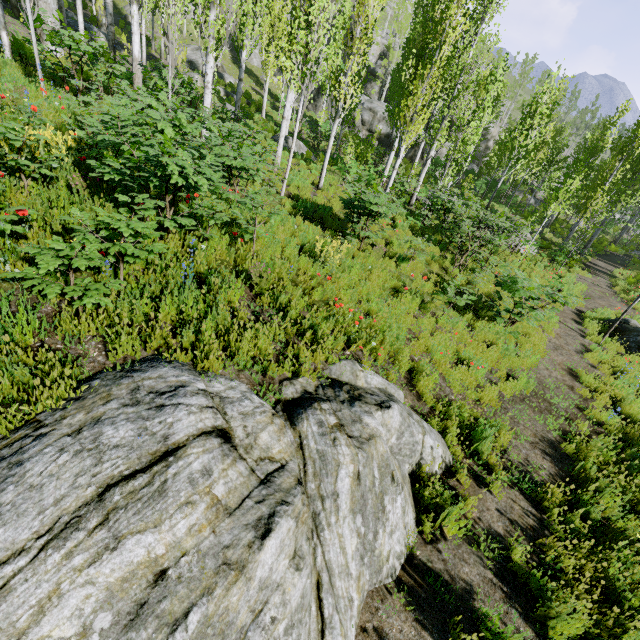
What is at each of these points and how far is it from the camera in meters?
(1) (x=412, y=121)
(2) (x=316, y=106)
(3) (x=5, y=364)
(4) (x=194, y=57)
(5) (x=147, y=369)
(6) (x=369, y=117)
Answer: (1) instancedfoliageactor, 11.8 m
(2) rock, 36.6 m
(3) instancedfoliageactor, 2.9 m
(4) rock, 30.8 m
(5) rock, 3.3 m
(6) rock, 35.0 m

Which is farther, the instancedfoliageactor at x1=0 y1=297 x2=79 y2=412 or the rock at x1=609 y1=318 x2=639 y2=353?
the rock at x1=609 y1=318 x2=639 y2=353

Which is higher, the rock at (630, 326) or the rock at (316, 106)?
the rock at (316, 106)

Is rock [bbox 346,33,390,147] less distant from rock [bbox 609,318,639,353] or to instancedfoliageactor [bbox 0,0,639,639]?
instancedfoliageactor [bbox 0,0,639,639]

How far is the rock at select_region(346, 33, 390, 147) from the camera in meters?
34.6

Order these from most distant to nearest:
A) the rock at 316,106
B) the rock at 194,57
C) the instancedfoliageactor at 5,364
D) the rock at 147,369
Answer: the rock at 316,106, the rock at 194,57, the instancedfoliageactor at 5,364, the rock at 147,369
